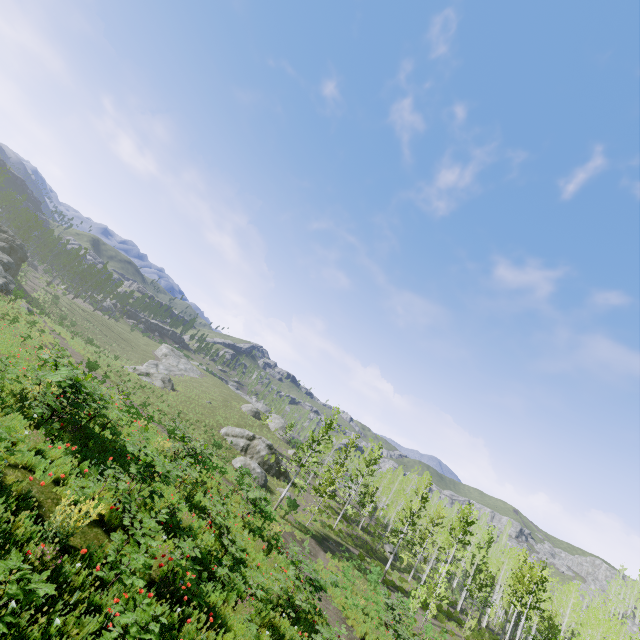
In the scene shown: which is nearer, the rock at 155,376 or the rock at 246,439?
the rock at 246,439

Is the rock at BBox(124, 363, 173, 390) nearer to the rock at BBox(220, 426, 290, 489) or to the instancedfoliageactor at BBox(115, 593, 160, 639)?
the rock at BBox(220, 426, 290, 489)

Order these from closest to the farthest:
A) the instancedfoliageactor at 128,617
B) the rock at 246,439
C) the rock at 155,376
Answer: the instancedfoliageactor at 128,617 < the rock at 246,439 < the rock at 155,376

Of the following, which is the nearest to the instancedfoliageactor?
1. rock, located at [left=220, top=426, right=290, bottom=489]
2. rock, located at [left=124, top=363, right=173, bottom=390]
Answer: rock, located at [left=220, top=426, right=290, bottom=489]

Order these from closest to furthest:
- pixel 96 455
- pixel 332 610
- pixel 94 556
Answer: pixel 94 556 < pixel 96 455 < pixel 332 610
